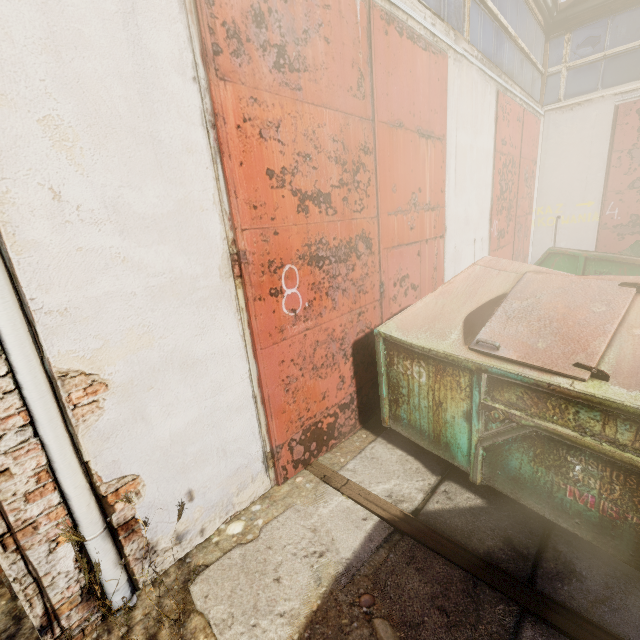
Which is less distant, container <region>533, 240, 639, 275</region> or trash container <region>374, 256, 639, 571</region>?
trash container <region>374, 256, 639, 571</region>

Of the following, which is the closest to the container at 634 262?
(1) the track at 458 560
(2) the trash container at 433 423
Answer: (2) the trash container at 433 423

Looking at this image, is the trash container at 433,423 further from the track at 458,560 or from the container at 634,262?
the container at 634,262

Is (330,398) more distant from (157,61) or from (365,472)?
(157,61)

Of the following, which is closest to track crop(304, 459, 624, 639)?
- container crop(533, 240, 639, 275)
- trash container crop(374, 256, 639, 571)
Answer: trash container crop(374, 256, 639, 571)

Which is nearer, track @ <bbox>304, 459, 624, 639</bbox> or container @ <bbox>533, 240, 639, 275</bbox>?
track @ <bbox>304, 459, 624, 639</bbox>

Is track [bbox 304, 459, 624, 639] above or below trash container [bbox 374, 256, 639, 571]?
below
